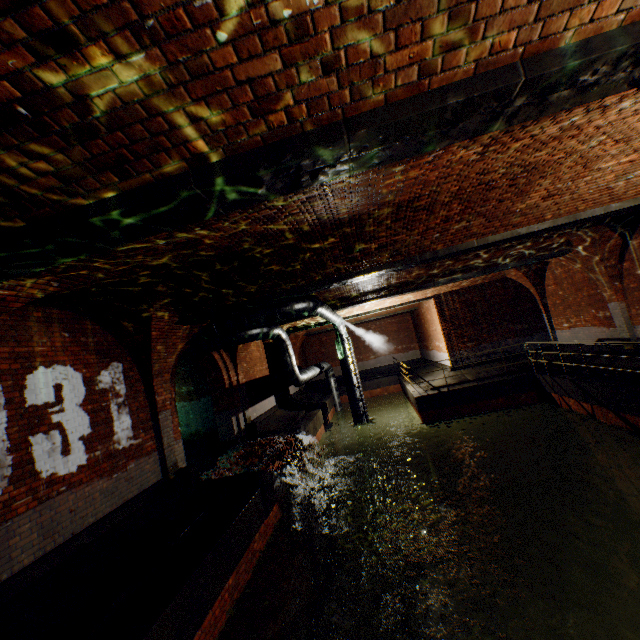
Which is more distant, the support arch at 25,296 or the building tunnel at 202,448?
the building tunnel at 202,448

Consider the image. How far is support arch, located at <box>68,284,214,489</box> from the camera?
6.53m

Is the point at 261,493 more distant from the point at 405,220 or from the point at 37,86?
the point at 37,86

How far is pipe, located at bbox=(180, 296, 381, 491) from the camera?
9.6m

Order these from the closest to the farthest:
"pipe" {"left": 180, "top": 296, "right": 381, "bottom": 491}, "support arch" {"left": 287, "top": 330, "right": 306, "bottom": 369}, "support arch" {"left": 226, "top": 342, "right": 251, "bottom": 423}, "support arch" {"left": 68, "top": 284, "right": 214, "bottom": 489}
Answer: "support arch" {"left": 68, "top": 284, "right": 214, "bottom": 489} → "pipe" {"left": 180, "top": 296, "right": 381, "bottom": 491} → "support arch" {"left": 226, "top": 342, "right": 251, "bottom": 423} → "support arch" {"left": 287, "top": 330, "right": 306, "bottom": 369}

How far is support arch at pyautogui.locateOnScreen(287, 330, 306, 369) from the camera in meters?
21.7 m

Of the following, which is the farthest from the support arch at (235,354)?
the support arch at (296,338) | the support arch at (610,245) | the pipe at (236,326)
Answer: the support arch at (610,245)

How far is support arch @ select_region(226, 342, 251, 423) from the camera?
Result: 12.70m
